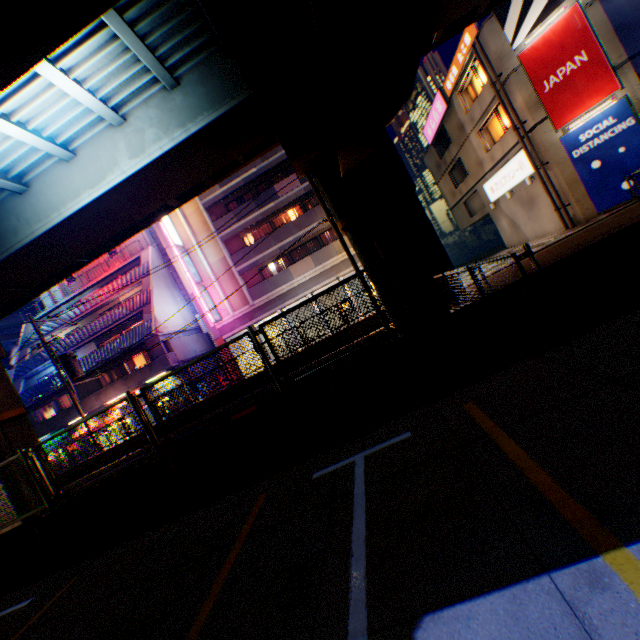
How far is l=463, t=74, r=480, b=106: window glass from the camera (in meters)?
20.56

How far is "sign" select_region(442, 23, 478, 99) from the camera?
17.7 meters

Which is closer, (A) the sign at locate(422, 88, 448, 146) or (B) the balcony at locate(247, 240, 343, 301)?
(A) the sign at locate(422, 88, 448, 146)

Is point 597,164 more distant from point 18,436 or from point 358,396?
point 18,436

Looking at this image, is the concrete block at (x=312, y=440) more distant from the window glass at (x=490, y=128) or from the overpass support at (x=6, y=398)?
the window glass at (x=490, y=128)

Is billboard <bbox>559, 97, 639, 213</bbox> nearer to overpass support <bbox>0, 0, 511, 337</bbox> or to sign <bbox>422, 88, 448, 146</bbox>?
overpass support <bbox>0, 0, 511, 337</bbox>

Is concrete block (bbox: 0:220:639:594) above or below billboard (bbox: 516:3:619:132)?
below

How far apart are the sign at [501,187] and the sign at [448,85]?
6.2 meters
